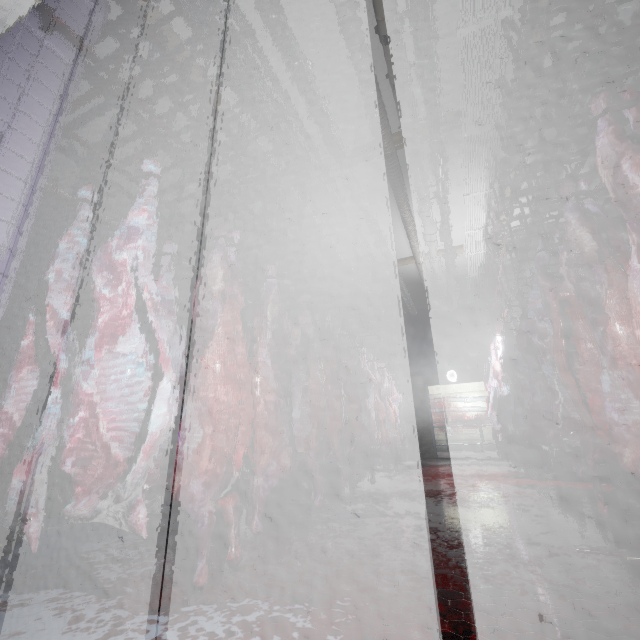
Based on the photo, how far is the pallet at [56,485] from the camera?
3.1 meters

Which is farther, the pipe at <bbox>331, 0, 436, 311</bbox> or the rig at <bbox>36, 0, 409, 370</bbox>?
the pipe at <bbox>331, 0, 436, 311</bbox>

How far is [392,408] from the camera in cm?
645

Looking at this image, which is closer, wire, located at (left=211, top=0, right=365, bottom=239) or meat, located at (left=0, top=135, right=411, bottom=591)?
meat, located at (left=0, top=135, right=411, bottom=591)

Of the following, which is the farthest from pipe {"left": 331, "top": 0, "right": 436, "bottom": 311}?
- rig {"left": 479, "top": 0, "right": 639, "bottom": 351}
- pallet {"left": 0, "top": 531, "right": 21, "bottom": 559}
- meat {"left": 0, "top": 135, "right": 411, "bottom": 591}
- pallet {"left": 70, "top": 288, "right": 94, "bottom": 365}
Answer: pallet {"left": 0, "top": 531, "right": 21, "bottom": 559}

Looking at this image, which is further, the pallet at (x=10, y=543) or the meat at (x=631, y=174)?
the pallet at (x=10, y=543)

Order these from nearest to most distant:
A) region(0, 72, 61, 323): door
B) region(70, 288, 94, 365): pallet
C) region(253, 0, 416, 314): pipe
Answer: region(0, 72, 61, 323): door, region(253, 0, 416, 314): pipe, region(70, 288, 94, 365): pallet

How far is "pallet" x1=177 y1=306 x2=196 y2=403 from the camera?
4.64m
